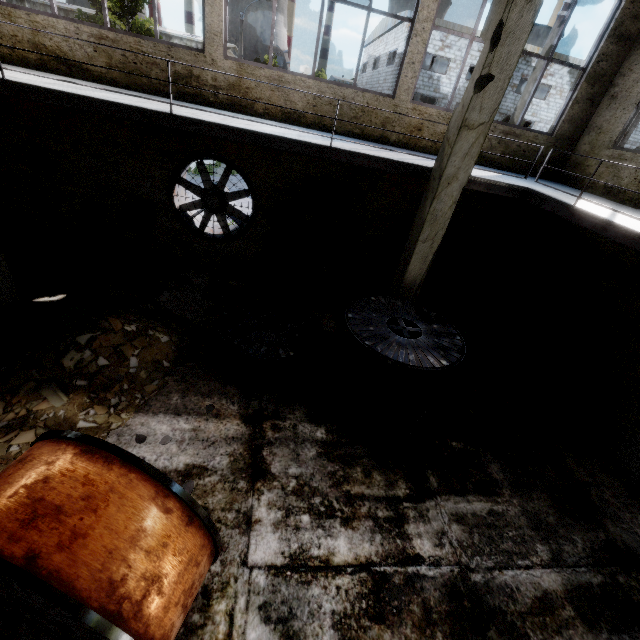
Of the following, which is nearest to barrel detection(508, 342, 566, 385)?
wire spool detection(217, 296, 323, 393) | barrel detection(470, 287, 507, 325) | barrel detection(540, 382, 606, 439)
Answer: barrel detection(540, 382, 606, 439)

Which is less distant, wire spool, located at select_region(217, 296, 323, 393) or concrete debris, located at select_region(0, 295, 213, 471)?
concrete debris, located at select_region(0, 295, 213, 471)

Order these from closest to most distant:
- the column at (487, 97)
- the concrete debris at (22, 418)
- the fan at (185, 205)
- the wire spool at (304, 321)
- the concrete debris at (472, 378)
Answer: the column at (487, 97), the concrete debris at (22, 418), the wire spool at (304, 321), the concrete debris at (472, 378), the fan at (185, 205)

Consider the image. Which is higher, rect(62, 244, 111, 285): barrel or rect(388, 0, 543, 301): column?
rect(388, 0, 543, 301): column

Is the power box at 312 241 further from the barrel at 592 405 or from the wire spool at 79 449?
the wire spool at 79 449

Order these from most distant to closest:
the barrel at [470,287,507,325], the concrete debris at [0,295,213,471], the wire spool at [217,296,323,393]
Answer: the barrel at [470,287,507,325], the wire spool at [217,296,323,393], the concrete debris at [0,295,213,471]

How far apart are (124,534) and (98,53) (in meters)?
8.60

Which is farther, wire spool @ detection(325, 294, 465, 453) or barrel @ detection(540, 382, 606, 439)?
barrel @ detection(540, 382, 606, 439)
